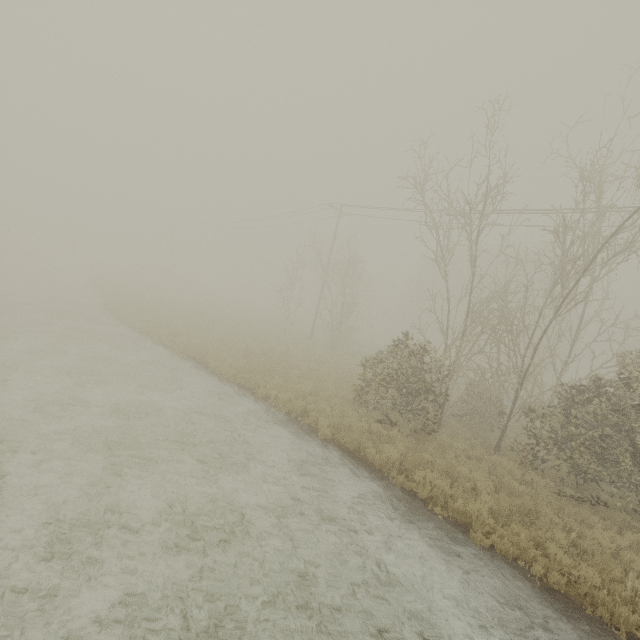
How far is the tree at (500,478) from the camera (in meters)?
7.96

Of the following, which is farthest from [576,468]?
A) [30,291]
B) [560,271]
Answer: [30,291]

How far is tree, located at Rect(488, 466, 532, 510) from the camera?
7.96m
